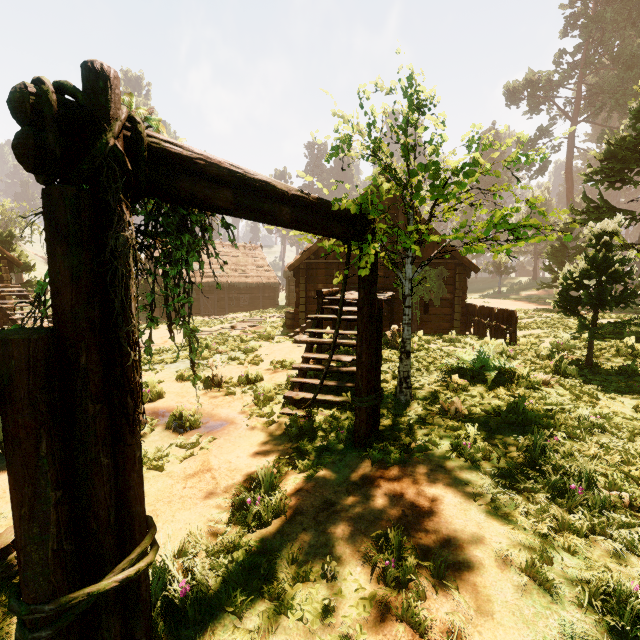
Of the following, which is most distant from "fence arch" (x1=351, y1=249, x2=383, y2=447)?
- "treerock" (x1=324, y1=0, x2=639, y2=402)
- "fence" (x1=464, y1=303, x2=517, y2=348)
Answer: "fence" (x1=464, y1=303, x2=517, y2=348)

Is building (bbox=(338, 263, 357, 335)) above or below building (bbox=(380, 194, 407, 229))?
below

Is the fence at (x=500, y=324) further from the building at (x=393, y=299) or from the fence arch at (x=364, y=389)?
the fence arch at (x=364, y=389)

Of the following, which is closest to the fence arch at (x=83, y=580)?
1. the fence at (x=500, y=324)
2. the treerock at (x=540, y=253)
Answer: the treerock at (x=540, y=253)

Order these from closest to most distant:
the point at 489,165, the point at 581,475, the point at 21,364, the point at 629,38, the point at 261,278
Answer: the point at 21,364 → the point at 581,475 → the point at 489,165 → the point at 629,38 → the point at 261,278

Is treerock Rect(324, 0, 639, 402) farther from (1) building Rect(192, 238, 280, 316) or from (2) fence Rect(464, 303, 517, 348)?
(2) fence Rect(464, 303, 517, 348)

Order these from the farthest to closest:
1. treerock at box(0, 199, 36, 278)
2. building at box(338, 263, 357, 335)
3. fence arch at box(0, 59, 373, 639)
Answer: treerock at box(0, 199, 36, 278) < building at box(338, 263, 357, 335) < fence arch at box(0, 59, 373, 639)
